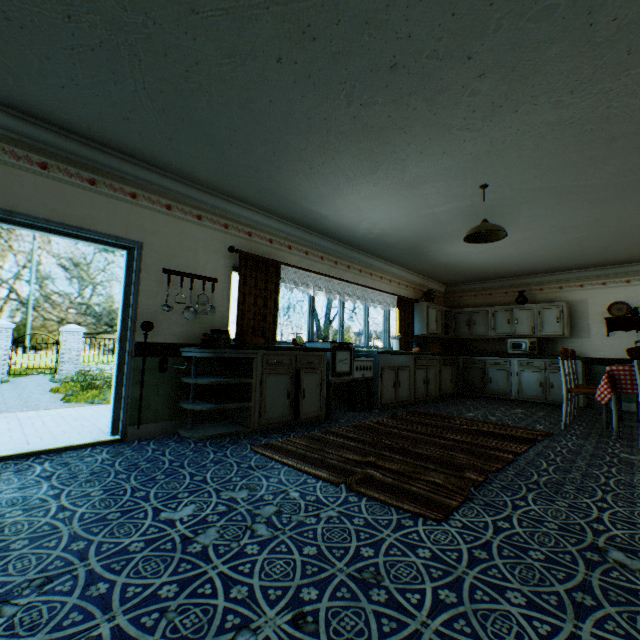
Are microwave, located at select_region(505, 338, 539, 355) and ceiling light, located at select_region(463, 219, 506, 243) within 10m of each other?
yes

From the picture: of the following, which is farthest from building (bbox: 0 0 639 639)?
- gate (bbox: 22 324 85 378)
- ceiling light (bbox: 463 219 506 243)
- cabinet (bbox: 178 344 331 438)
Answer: gate (bbox: 22 324 85 378)

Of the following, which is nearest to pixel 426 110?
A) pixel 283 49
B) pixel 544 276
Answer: pixel 283 49

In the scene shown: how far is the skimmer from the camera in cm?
413

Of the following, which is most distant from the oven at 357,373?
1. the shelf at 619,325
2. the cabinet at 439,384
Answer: the shelf at 619,325

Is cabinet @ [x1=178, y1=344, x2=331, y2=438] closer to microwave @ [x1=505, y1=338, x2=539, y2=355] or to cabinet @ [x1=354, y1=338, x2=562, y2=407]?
cabinet @ [x1=354, y1=338, x2=562, y2=407]

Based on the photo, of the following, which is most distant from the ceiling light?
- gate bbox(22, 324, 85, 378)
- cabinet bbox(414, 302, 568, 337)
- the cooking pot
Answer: gate bbox(22, 324, 85, 378)

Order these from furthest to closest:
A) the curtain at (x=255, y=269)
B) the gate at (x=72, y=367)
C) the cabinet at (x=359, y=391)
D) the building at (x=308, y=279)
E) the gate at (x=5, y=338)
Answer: the gate at (x=72, y=367)
the gate at (x=5, y=338)
the cabinet at (x=359, y=391)
the building at (x=308, y=279)
the curtain at (x=255, y=269)
